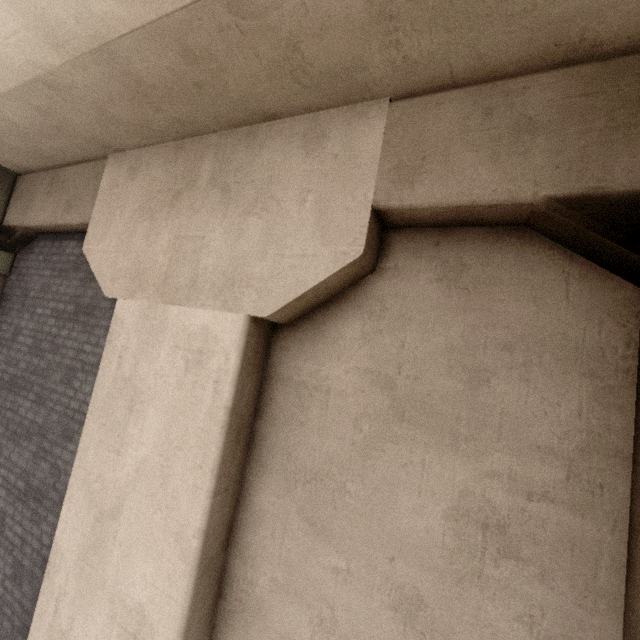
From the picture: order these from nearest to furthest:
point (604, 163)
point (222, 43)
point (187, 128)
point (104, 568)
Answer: point (604, 163) → point (222, 43) → point (104, 568) → point (187, 128)
